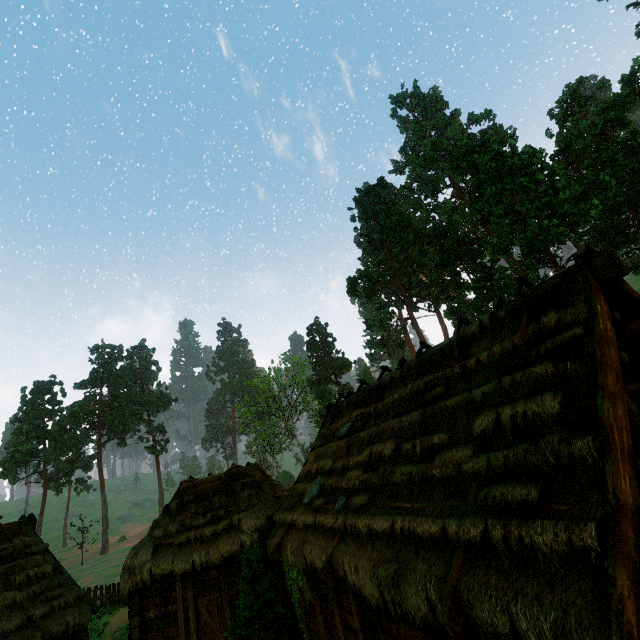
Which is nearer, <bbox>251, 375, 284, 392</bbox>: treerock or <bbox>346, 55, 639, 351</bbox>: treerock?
<bbox>346, 55, 639, 351</bbox>: treerock

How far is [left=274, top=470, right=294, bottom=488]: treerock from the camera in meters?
51.5 m

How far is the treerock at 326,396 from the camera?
46.4 meters

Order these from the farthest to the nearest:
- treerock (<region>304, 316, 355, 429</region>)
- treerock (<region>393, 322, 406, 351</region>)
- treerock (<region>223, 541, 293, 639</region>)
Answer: treerock (<region>304, 316, 355, 429</region>) < treerock (<region>393, 322, 406, 351</region>) < treerock (<region>223, 541, 293, 639</region>)

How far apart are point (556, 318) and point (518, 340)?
0.8m

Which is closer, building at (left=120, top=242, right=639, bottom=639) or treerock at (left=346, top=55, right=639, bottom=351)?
building at (left=120, top=242, right=639, bottom=639)
